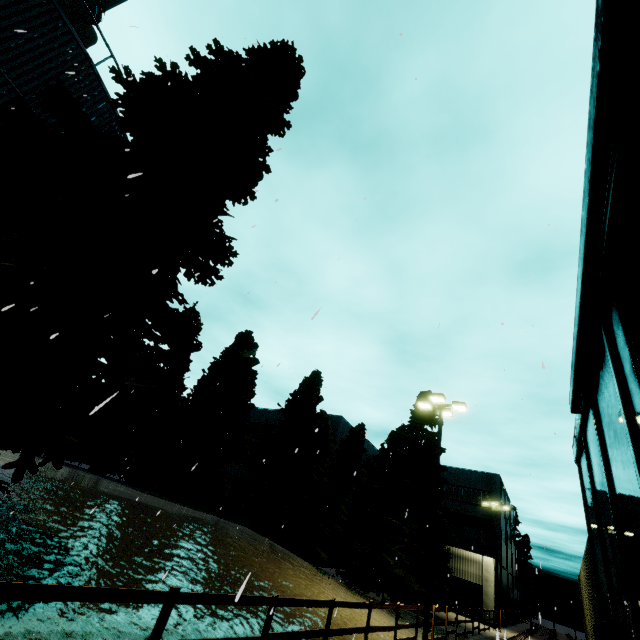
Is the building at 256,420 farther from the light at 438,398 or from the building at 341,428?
the light at 438,398

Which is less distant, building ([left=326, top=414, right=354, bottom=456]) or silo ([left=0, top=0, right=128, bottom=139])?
silo ([left=0, top=0, right=128, bottom=139])

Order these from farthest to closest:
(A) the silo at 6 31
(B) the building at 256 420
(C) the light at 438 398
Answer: (B) the building at 256 420
(C) the light at 438 398
(A) the silo at 6 31

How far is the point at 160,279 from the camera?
8.9 meters

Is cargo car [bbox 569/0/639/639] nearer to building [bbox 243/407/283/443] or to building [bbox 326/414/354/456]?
building [bbox 326/414/354/456]

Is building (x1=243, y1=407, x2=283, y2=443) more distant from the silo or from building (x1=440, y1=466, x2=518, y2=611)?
the silo

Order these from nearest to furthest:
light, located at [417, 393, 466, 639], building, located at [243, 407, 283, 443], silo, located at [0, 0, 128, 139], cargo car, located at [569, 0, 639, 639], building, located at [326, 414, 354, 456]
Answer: cargo car, located at [569, 0, 639, 639] < silo, located at [0, 0, 128, 139] < light, located at [417, 393, 466, 639] < building, located at [326, 414, 354, 456] < building, located at [243, 407, 283, 443]

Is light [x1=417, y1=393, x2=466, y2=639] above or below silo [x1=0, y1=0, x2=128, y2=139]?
below
